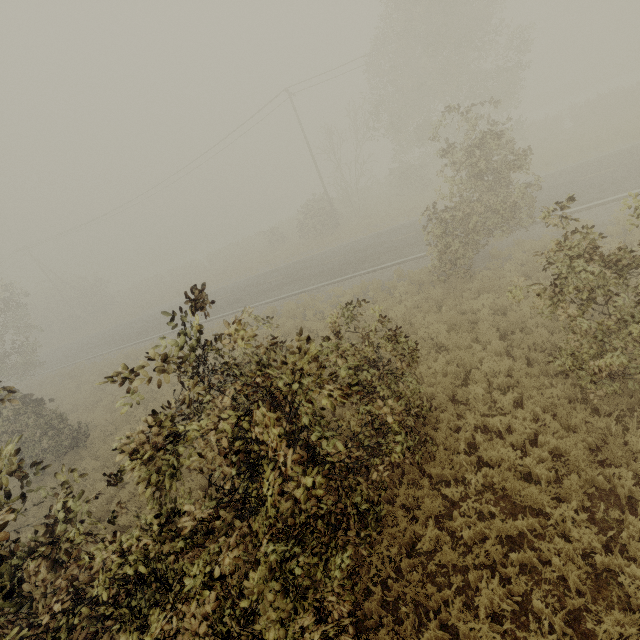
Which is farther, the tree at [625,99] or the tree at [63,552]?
the tree at [625,99]

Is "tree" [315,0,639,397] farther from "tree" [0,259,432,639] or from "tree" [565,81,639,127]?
"tree" [565,81,639,127]

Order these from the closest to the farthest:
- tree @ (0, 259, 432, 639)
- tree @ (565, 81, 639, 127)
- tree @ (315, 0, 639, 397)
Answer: tree @ (0, 259, 432, 639) → tree @ (315, 0, 639, 397) → tree @ (565, 81, 639, 127)

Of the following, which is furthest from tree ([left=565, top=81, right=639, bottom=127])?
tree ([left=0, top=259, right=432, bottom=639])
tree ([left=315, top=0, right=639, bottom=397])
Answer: tree ([left=0, top=259, right=432, bottom=639])

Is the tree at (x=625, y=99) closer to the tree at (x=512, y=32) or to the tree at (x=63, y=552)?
the tree at (x=512, y=32)

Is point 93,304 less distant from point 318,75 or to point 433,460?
point 318,75
